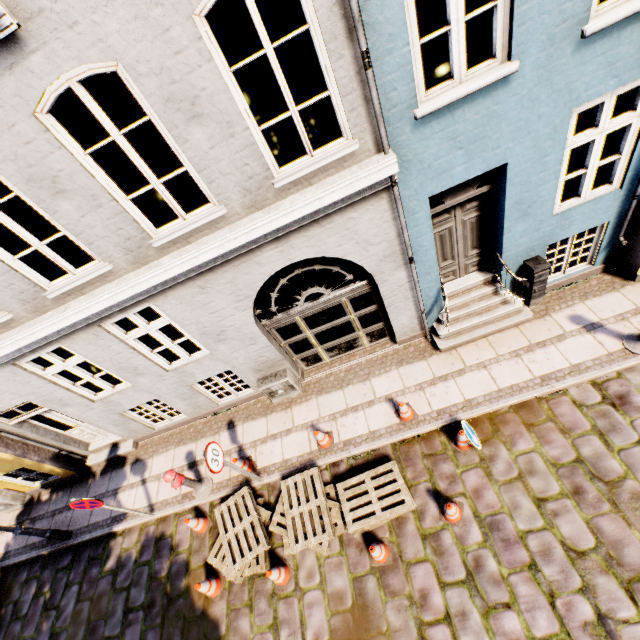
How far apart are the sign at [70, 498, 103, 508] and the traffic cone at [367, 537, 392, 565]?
5.03m

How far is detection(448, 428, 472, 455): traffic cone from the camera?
5.64m

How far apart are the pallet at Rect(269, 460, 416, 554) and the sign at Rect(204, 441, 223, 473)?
1.2 meters

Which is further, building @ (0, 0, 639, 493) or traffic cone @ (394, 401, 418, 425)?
traffic cone @ (394, 401, 418, 425)

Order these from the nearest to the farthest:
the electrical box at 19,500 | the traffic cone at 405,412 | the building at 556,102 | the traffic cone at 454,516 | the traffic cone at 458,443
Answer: the building at 556,102, the traffic cone at 454,516, the traffic cone at 458,443, the traffic cone at 405,412, the electrical box at 19,500

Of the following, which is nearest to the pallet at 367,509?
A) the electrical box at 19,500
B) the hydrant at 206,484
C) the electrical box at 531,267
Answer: the hydrant at 206,484

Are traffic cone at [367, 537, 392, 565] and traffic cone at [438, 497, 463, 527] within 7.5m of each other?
yes

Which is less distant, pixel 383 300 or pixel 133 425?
pixel 383 300
